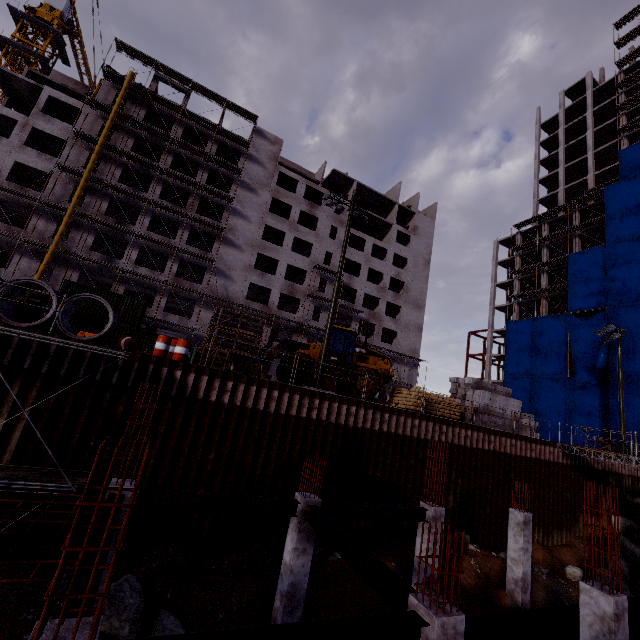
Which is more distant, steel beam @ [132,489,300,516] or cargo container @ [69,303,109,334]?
cargo container @ [69,303,109,334]

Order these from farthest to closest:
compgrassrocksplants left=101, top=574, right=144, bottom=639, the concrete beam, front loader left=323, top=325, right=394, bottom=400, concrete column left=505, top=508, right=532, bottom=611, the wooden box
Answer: the concrete beam → front loader left=323, top=325, right=394, bottom=400 → the wooden box → concrete column left=505, top=508, right=532, bottom=611 → compgrassrocksplants left=101, top=574, right=144, bottom=639

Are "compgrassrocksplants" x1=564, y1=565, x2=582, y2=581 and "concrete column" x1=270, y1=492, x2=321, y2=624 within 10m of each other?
no

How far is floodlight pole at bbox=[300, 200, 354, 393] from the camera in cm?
1554

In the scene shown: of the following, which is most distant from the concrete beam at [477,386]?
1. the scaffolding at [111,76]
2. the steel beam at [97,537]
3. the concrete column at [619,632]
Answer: the steel beam at [97,537]

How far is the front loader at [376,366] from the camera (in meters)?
18.33

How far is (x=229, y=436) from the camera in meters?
12.7 m

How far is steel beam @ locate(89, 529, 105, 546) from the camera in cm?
512
